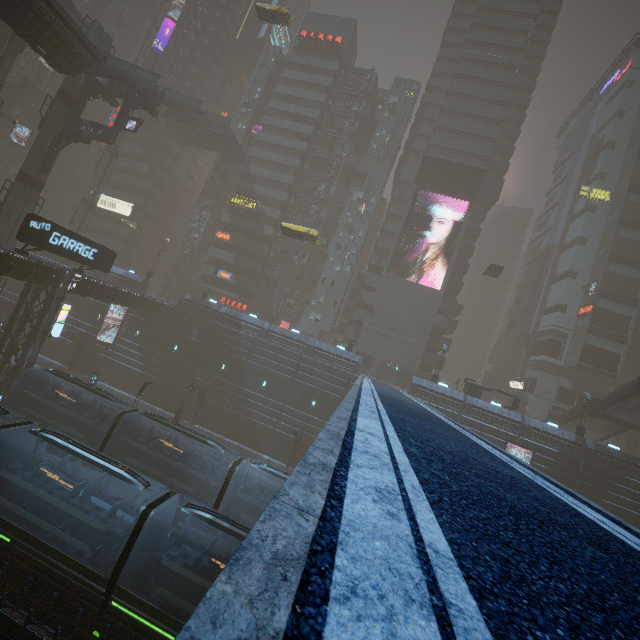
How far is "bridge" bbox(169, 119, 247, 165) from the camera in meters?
48.7 m

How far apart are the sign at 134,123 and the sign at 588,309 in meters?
63.1 m

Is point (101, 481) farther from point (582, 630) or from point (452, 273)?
point (452, 273)

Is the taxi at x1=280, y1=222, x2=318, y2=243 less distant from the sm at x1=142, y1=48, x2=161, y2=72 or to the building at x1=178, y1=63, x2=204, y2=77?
the sm at x1=142, y1=48, x2=161, y2=72

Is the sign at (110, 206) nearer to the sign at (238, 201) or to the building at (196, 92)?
the building at (196, 92)

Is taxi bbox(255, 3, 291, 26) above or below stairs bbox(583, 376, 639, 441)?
above

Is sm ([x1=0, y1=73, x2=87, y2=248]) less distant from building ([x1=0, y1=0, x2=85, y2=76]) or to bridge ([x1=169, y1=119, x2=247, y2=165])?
building ([x1=0, y1=0, x2=85, y2=76])

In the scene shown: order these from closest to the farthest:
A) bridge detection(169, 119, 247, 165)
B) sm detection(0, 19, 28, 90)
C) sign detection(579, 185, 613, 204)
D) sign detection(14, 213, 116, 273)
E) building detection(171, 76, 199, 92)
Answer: sign detection(14, 213, 116, 273), sm detection(0, 19, 28, 90), bridge detection(169, 119, 247, 165), sign detection(579, 185, 613, 204), building detection(171, 76, 199, 92)
